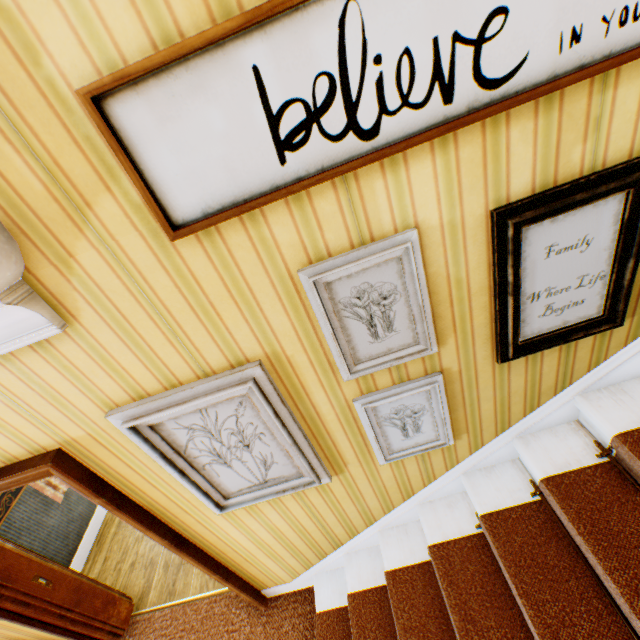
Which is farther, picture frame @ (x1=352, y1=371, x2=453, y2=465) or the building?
picture frame @ (x1=352, y1=371, x2=453, y2=465)

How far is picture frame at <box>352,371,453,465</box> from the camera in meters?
1.6 m

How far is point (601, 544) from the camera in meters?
1.4 m

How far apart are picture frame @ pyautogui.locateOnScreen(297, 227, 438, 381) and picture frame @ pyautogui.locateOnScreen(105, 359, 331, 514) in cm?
32

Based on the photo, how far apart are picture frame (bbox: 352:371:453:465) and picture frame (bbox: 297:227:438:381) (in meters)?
0.17

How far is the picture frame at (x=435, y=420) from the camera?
1.6 meters

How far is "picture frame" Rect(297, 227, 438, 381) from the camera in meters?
1.2 m

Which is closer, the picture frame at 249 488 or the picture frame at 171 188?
the picture frame at 171 188
